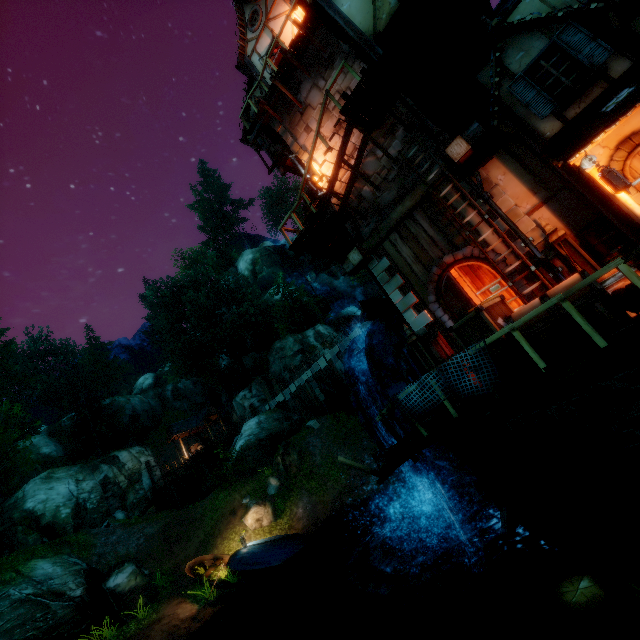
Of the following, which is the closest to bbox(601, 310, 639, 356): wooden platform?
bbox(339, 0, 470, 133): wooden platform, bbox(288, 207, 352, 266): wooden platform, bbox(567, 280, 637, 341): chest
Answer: bbox(567, 280, 637, 341): chest

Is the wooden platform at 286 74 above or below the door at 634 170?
above

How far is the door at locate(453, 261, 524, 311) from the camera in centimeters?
836cm

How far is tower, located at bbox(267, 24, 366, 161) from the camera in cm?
1116

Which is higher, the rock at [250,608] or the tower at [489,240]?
the tower at [489,240]

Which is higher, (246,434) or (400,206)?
(400,206)

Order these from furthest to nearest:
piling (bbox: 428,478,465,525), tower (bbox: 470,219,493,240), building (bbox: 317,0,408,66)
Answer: piling (bbox: 428,478,465,525), tower (bbox: 470,219,493,240), building (bbox: 317,0,408,66)

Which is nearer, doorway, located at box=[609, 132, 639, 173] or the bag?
the bag
